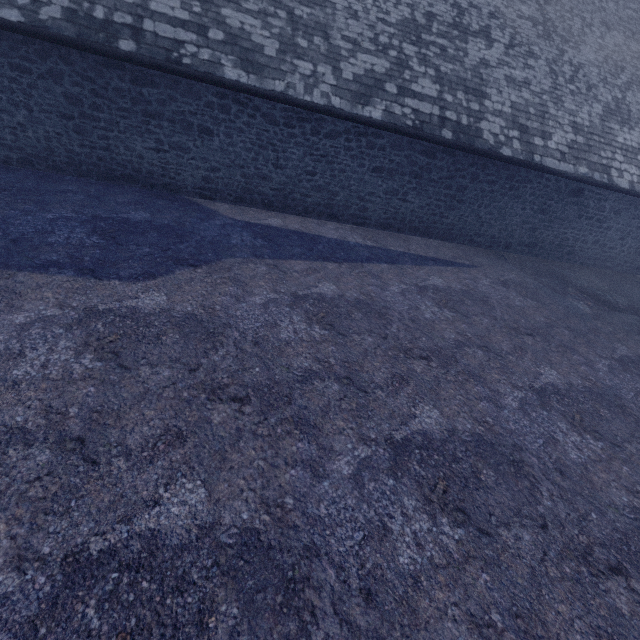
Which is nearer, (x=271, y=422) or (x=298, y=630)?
(x=298, y=630)
